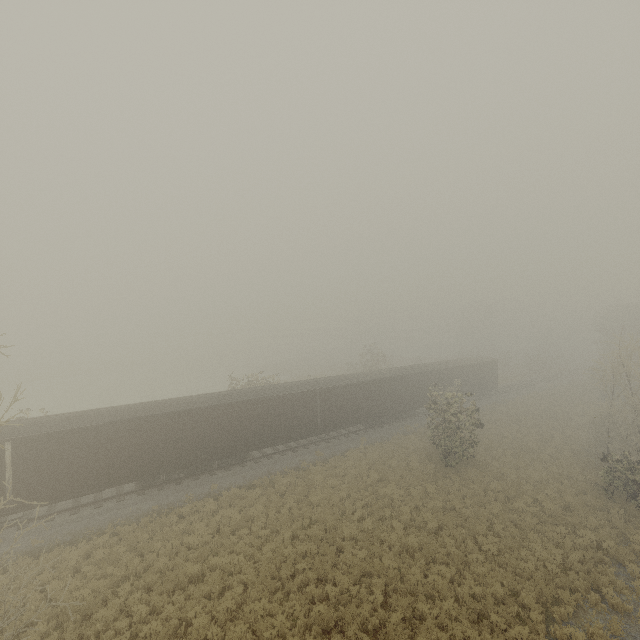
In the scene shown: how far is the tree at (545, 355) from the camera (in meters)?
54.72

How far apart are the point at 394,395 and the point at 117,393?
44.1 meters

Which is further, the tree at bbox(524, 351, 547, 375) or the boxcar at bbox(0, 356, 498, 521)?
the tree at bbox(524, 351, 547, 375)

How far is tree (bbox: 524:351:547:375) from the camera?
54.72m

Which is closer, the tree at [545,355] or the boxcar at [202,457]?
the boxcar at [202,457]
